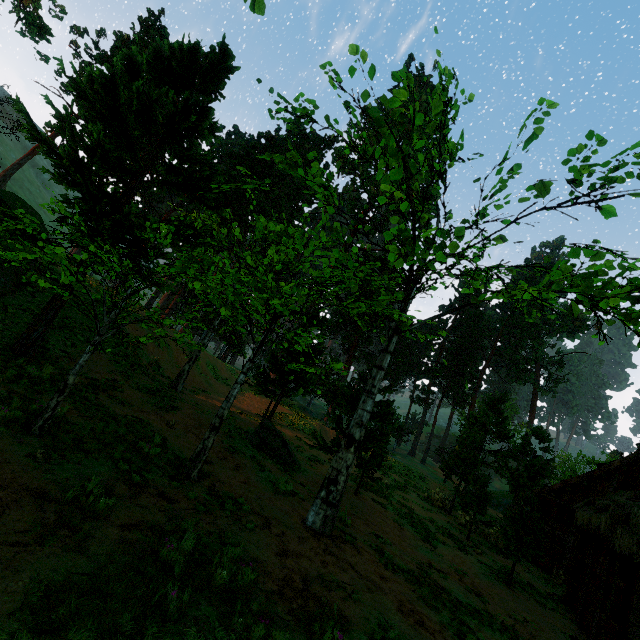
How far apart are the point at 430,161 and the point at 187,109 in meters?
8.6 m

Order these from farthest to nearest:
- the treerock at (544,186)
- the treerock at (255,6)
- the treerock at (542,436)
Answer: the treerock at (542,436), the treerock at (544,186), the treerock at (255,6)

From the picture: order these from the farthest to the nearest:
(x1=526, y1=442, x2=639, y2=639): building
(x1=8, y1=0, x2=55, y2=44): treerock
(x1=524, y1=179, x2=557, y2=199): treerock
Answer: (x1=8, y1=0, x2=55, y2=44): treerock < (x1=526, y1=442, x2=639, y2=639): building < (x1=524, y1=179, x2=557, y2=199): treerock

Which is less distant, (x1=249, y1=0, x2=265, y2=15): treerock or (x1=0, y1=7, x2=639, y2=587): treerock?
(x1=249, y1=0, x2=265, y2=15): treerock

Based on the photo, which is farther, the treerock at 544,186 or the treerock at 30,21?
the treerock at 30,21

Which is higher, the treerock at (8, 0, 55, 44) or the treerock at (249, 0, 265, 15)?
the treerock at (8, 0, 55, 44)
